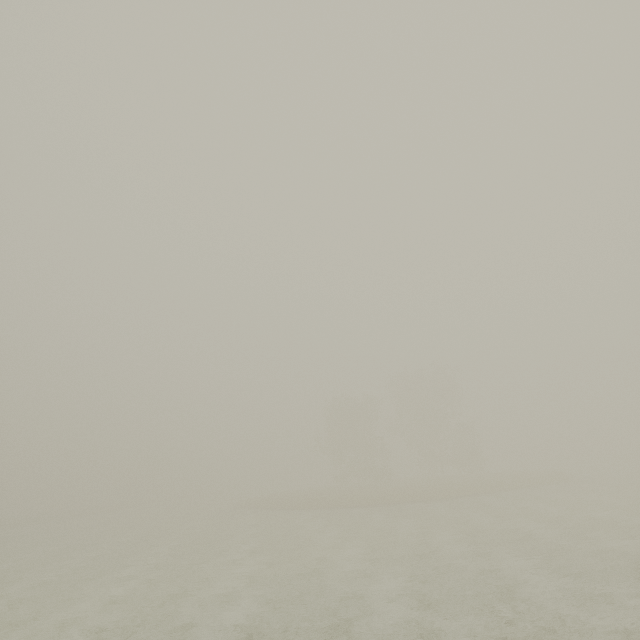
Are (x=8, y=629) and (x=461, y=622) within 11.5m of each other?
no
